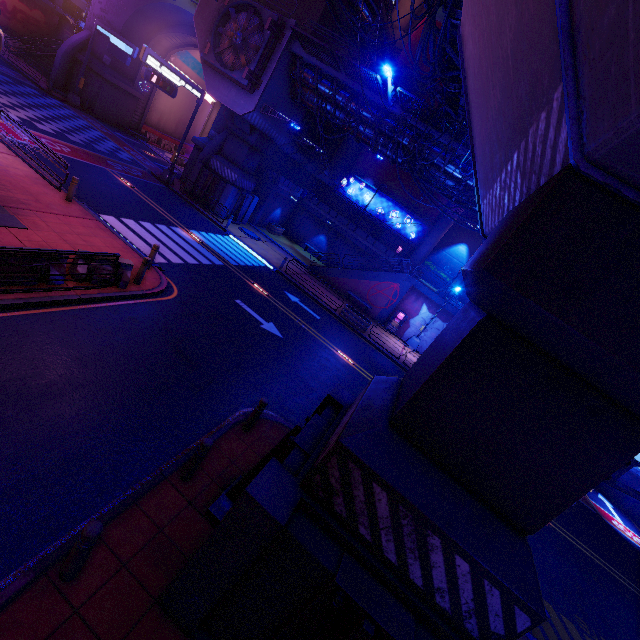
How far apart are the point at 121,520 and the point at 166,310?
7.4m

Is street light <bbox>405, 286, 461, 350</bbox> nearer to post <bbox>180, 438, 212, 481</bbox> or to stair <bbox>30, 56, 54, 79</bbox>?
post <bbox>180, 438, 212, 481</bbox>

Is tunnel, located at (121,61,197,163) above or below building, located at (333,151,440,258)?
below

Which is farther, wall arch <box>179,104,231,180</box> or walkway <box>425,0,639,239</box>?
wall arch <box>179,104,231,180</box>

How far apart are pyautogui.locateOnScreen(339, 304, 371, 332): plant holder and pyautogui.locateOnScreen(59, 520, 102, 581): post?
18.6 meters

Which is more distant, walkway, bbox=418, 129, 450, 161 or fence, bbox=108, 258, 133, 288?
walkway, bbox=418, 129, 450, 161

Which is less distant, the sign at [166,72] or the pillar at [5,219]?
the pillar at [5,219]

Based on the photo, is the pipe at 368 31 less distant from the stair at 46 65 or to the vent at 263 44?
the vent at 263 44
